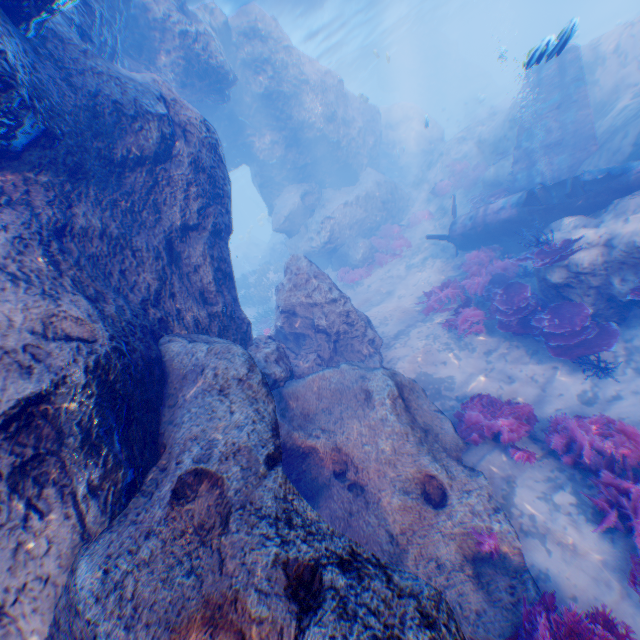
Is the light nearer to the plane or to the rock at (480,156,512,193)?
the plane

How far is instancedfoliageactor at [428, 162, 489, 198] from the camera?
16.88m

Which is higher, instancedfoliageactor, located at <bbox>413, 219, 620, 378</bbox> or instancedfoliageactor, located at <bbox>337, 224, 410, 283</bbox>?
instancedfoliageactor, located at <bbox>337, 224, 410, 283</bbox>

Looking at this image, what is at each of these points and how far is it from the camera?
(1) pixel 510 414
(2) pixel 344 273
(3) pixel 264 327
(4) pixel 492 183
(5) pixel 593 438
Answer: (1) instancedfoliageactor, 6.8 meters
(2) instancedfoliageactor, 17.4 meters
(3) instancedfoliageactor, 17.1 meters
(4) rock, 14.5 meters
(5) instancedfoliageactor, 5.6 meters

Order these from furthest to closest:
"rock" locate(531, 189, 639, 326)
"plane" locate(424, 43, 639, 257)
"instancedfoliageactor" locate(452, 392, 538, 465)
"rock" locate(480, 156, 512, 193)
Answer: "rock" locate(480, 156, 512, 193)
"plane" locate(424, 43, 639, 257)
"rock" locate(531, 189, 639, 326)
"instancedfoliageactor" locate(452, 392, 538, 465)

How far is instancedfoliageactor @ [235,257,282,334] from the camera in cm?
1747

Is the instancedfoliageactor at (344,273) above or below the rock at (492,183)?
below

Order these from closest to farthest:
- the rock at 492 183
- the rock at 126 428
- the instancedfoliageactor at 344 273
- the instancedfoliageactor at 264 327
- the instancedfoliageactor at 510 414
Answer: the rock at 126 428, the instancedfoliageactor at 510 414, the rock at 492 183, the instancedfoliageactor at 344 273, the instancedfoliageactor at 264 327
